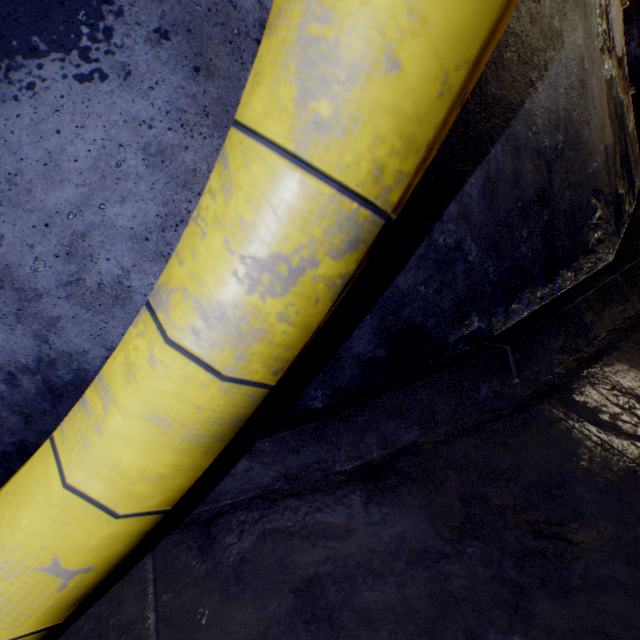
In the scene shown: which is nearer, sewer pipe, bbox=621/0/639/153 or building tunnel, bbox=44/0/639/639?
building tunnel, bbox=44/0/639/639

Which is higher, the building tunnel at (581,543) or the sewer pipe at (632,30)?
the sewer pipe at (632,30)

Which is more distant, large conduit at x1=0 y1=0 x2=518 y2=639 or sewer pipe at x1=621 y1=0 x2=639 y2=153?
sewer pipe at x1=621 y1=0 x2=639 y2=153

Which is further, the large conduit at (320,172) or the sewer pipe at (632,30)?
the sewer pipe at (632,30)

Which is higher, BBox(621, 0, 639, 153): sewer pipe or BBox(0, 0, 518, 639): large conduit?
BBox(621, 0, 639, 153): sewer pipe

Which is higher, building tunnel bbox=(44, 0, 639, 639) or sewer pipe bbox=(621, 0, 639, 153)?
sewer pipe bbox=(621, 0, 639, 153)

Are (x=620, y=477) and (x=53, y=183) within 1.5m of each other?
no
